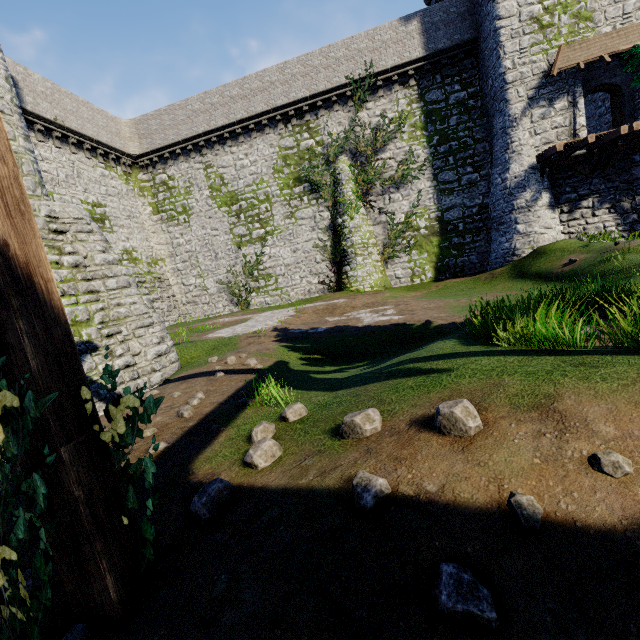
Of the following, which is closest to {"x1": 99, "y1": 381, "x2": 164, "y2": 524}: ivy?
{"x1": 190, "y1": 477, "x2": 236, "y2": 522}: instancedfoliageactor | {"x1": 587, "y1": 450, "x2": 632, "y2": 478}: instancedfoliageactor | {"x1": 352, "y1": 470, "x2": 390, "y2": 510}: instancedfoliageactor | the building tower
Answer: {"x1": 190, "y1": 477, "x2": 236, "y2": 522}: instancedfoliageactor

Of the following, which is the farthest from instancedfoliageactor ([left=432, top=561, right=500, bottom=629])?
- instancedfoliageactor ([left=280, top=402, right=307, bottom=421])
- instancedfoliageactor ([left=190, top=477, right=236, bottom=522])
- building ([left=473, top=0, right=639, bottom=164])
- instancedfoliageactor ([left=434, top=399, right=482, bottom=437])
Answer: building ([left=473, top=0, right=639, bottom=164])

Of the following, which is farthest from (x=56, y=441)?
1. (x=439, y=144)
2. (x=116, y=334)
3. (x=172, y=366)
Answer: (x=439, y=144)

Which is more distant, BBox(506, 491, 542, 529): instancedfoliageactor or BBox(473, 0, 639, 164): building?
BBox(473, 0, 639, 164): building

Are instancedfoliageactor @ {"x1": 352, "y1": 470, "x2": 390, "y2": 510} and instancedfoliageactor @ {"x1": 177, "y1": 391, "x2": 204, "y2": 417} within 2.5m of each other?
no

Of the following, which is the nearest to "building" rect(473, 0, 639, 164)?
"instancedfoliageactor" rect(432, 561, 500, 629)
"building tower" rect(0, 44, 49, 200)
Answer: "building tower" rect(0, 44, 49, 200)

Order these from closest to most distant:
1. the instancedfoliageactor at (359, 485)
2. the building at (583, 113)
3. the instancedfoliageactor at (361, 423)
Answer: the instancedfoliageactor at (359, 485)
the instancedfoliageactor at (361, 423)
the building at (583, 113)

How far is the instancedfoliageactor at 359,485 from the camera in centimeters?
186cm
